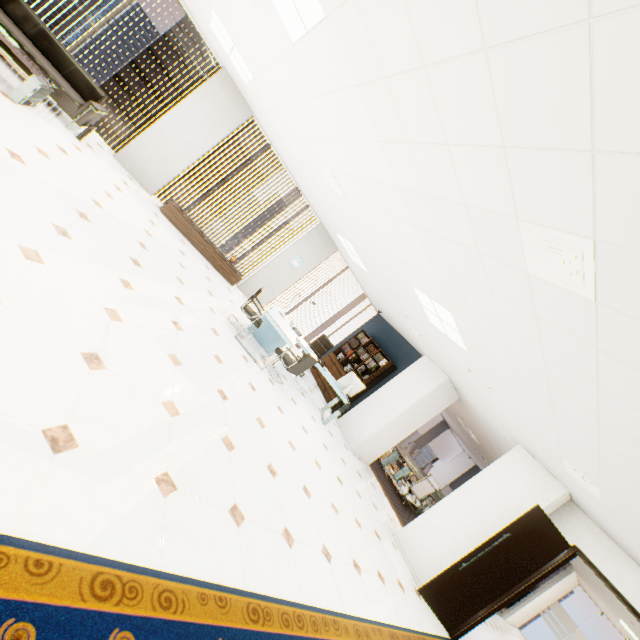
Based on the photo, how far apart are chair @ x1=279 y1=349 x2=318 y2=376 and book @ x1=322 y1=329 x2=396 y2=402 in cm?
289

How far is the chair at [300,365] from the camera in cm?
608

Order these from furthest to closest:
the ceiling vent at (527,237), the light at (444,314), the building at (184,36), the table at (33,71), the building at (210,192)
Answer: the building at (210,192), the building at (184,36), the light at (444,314), the table at (33,71), the ceiling vent at (527,237)

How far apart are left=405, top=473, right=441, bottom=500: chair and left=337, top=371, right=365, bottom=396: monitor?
3.7m

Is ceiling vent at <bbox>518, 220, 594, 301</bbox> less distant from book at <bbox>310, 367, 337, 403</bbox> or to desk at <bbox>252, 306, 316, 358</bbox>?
desk at <bbox>252, 306, 316, 358</bbox>

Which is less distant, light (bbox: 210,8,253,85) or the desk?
light (bbox: 210,8,253,85)

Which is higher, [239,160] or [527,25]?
[239,160]

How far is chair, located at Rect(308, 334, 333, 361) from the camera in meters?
8.9 m
